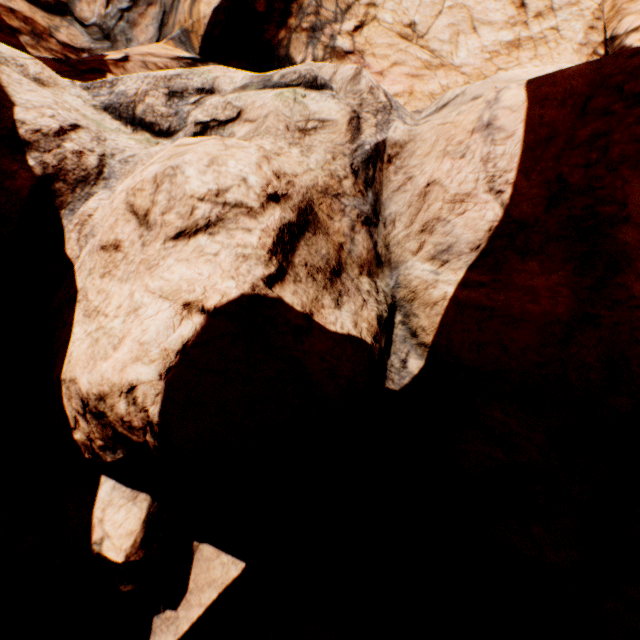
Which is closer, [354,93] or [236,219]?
[236,219]
